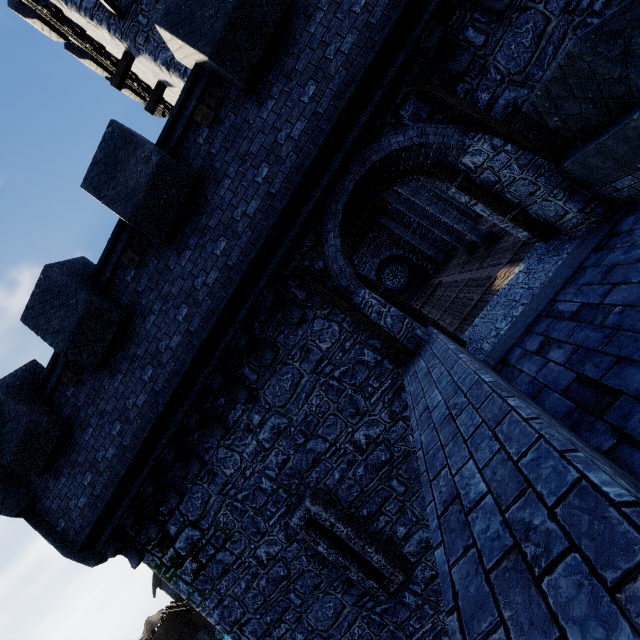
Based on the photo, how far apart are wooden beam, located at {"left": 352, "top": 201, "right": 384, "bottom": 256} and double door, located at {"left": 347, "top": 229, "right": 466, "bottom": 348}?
13.57m

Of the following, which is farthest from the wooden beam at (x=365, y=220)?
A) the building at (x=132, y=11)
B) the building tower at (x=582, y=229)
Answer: the building at (x=132, y=11)

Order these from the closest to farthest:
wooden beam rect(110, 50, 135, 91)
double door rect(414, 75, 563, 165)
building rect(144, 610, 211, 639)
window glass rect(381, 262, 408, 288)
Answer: double door rect(414, 75, 563, 165), wooden beam rect(110, 50, 135, 91), window glass rect(381, 262, 408, 288), building rect(144, 610, 211, 639)

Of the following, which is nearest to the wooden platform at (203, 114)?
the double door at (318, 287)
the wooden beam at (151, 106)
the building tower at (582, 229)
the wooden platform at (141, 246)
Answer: the building tower at (582, 229)

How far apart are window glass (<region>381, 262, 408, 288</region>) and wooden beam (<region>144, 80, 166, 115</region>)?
16.62m

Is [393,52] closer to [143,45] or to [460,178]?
[460,178]

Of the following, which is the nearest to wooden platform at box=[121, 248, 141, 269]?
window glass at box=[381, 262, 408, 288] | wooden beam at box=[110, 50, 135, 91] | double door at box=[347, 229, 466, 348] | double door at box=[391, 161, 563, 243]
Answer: double door at box=[347, 229, 466, 348]

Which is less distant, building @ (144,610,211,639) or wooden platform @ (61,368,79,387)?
wooden platform @ (61,368,79,387)
